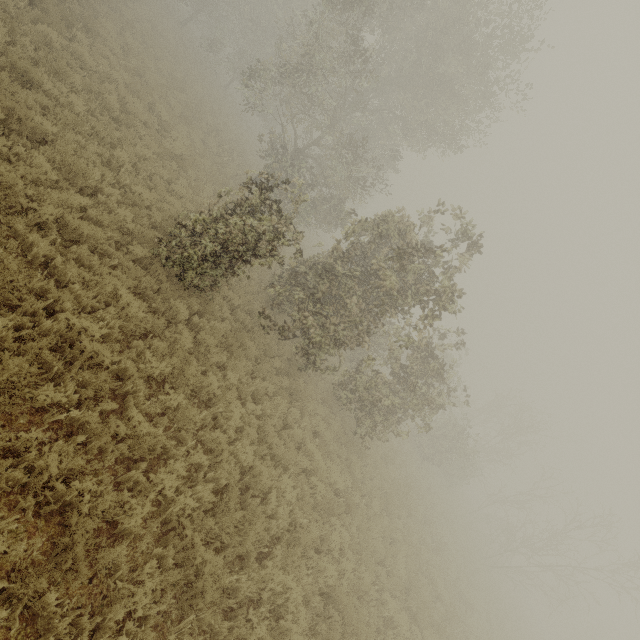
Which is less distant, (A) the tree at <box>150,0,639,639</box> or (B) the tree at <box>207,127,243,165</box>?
(A) the tree at <box>150,0,639,639</box>

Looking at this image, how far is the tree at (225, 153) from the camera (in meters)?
18.21

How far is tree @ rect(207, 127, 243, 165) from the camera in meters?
18.2 m

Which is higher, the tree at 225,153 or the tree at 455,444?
the tree at 455,444

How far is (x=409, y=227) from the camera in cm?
1032

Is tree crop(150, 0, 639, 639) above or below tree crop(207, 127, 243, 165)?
above
